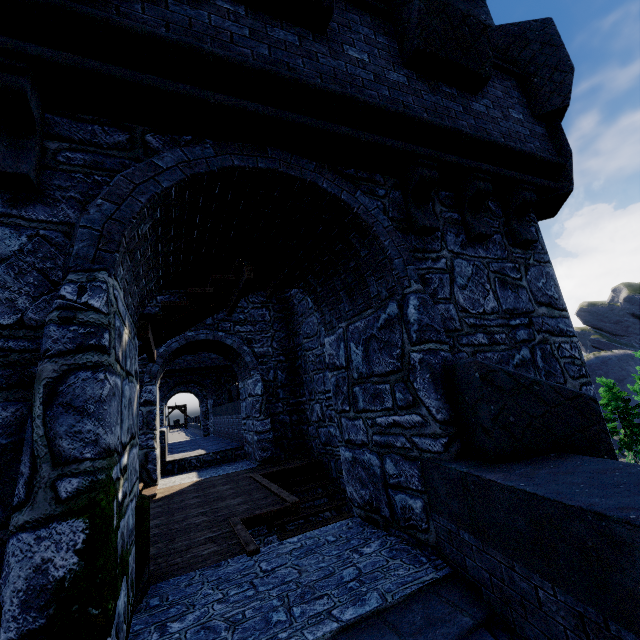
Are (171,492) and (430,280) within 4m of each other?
no
